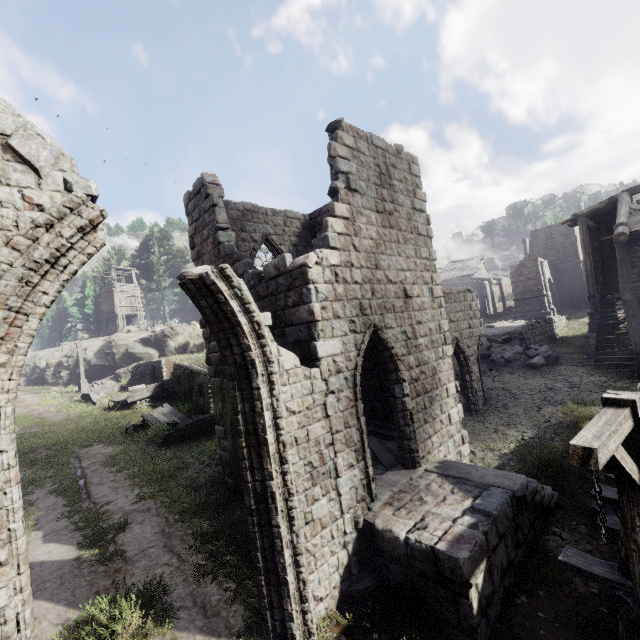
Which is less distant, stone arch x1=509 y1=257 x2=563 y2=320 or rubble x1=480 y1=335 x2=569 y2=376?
rubble x1=480 y1=335 x2=569 y2=376

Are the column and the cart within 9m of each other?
no

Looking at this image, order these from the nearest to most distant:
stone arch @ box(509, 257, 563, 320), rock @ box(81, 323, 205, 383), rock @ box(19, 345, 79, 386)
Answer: stone arch @ box(509, 257, 563, 320)
rock @ box(81, 323, 205, 383)
rock @ box(19, 345, 79, 386)

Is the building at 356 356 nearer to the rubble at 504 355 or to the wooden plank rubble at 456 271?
the rubble at 504 355

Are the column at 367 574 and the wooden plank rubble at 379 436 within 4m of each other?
yes

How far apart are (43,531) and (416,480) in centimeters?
1067cm

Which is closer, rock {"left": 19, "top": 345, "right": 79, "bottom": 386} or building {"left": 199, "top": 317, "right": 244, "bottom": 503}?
building {"left": 199, "top": 317, "right": 244, "bottom": 503}

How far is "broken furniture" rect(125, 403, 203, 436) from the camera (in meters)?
16.33
